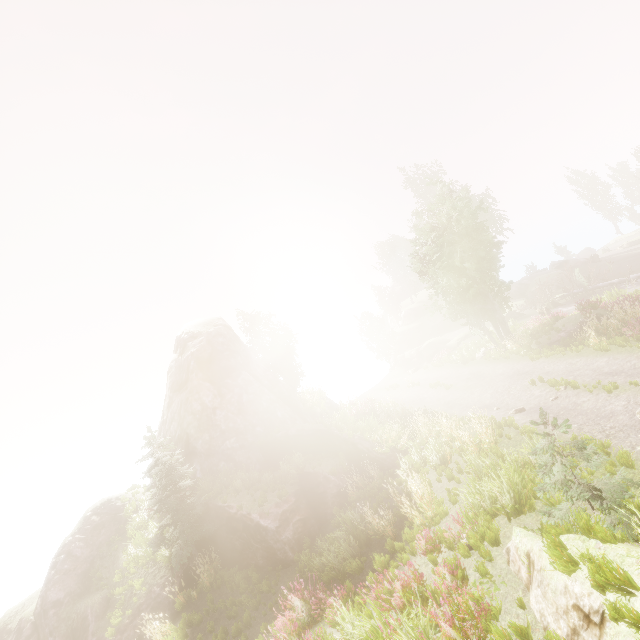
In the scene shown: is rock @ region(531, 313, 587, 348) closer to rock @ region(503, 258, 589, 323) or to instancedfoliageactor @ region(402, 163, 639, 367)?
instancedfoliageactor @ region(402, 163, 639, 367)

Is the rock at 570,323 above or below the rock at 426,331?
below

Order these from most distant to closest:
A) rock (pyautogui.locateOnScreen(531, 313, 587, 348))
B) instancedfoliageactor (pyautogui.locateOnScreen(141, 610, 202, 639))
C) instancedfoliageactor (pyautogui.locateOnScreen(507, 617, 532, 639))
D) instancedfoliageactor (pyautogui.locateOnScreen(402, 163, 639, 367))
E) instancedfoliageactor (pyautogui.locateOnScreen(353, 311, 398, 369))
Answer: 1. instancedfoliageactor (pyautogui.locateOnScreen(353, 311, 398, 369))
2. rock (pyautogui.locateOnScreen(531, 313, 587, 348))
3. instancedfoliageactor (pyautogui.locateOnScreen(402, 163, 639, 367))
4. instancedfoliageactor (pyautogui.locateOnScreen(141, 610, 202, 639))
5. instancedfoliageactor (pyautogui.locateOnScreen(507, 617, 532, 639))

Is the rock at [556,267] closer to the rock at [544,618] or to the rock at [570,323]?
the rock at [570,323]

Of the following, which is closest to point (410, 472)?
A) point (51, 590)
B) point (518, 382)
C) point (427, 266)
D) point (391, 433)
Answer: point (391, 433)

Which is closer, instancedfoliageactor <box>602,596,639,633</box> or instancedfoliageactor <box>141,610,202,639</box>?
instancedfoliageactor <box>602,596,639,633</box>

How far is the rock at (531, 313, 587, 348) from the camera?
19.0m

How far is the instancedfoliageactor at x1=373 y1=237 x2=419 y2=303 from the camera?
57.38m
